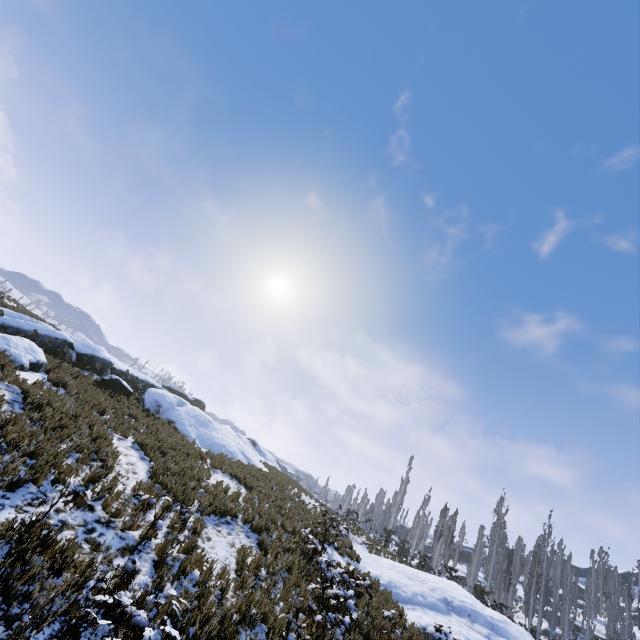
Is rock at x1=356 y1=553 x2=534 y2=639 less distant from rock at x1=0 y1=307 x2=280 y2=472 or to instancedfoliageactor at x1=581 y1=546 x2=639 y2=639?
instancedfoliageactor at x1=581 y1=546 x2=639 y2=639

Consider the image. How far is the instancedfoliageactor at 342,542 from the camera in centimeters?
753cm

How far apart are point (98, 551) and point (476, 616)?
16.4 meters

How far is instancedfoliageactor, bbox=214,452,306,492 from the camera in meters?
17.4

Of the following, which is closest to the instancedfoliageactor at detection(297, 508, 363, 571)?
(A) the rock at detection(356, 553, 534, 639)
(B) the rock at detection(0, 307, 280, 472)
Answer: (A) the rock at detection(356, 553, 534, 639)

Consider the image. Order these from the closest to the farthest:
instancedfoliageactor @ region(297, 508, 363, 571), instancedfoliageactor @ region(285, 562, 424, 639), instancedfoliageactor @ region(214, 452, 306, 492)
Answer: instancedfoliageactor @ region(285, 562, 424, 639)
instancedfoliageactor @ region(297, 508, 363, 571)
instancedfoliageactor @ region(214, 452, 306, 492)
